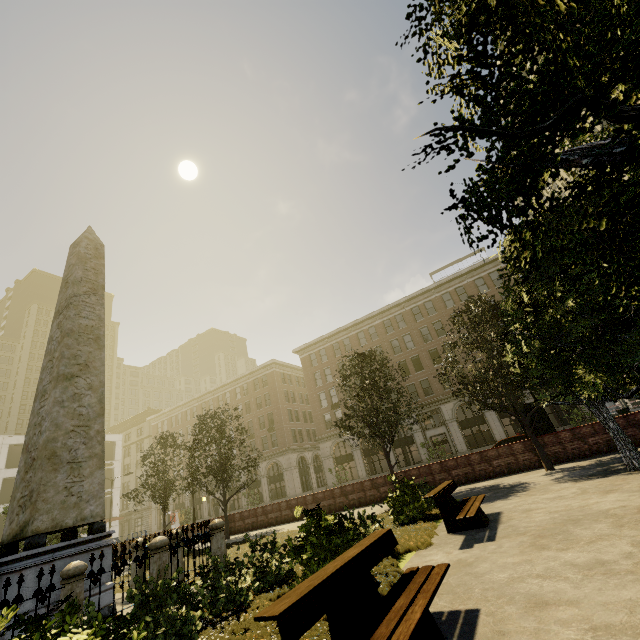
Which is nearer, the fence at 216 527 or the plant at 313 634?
the plant at 313 634

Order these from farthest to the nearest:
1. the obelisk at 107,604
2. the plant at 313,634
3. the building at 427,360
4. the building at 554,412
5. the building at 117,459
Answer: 1. the building at 117,459
2. the building at 427,360
3. the building at 554,412
4. the obelisk at 107,604
5. the plant at 313,634

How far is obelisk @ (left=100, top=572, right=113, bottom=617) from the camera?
7.3 meters

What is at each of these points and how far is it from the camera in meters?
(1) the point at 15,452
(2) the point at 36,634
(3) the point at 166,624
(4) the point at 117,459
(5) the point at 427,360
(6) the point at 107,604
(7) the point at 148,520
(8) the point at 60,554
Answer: (1) building, 41.3
(2) plant, 2.5
(3) tree, 4.8
(4) building, 50.8
(5) building, 38.4
(6) obelisk, 7.4
(7) building, 55.3
(8) obelisk, 7.1

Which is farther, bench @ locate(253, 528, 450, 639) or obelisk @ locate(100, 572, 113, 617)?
obelisk @ locate(100, 572, 113, 617)

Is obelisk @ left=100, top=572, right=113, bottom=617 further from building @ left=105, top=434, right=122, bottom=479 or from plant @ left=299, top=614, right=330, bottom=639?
building @ left=105, top=434, right=122, bottom=479

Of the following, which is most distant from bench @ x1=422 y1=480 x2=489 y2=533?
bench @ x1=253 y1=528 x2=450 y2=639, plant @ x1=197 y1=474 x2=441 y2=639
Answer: bench @ x1=253 y1=528 x2=450 y2=639

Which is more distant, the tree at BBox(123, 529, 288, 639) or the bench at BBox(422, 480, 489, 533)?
the bench at BBox(422, 480, 489, 533)
